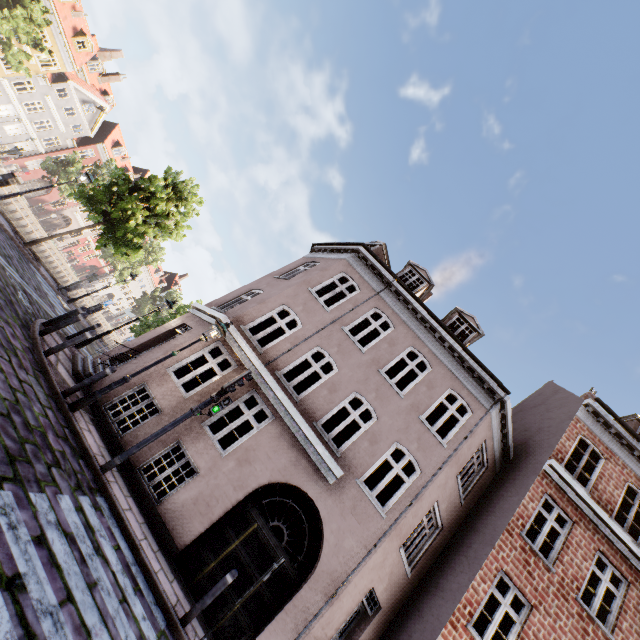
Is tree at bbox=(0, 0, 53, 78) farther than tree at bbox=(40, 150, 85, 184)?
No

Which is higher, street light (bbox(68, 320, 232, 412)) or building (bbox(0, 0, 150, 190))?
building (bbox(0, 0, 150, 190))

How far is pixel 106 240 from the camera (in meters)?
16.78

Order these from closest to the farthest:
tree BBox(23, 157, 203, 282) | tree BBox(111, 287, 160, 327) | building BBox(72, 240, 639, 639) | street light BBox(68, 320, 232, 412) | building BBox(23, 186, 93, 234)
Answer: street light BBox(68, 320, 232, 412), building BBox(72, 240, 639, 639), tree BBox(23, 157, 203, 282), building BBox(23, 186, 93, 234), tree BBox(111, 287, 160, 327)

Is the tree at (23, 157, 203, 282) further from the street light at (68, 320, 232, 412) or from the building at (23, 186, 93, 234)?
the building at (23, 186, 93, 234)

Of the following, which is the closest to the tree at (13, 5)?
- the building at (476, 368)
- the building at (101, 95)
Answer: the building at (476, 368)

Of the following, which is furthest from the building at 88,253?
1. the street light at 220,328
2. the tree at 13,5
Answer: Result: the street light at 220,328

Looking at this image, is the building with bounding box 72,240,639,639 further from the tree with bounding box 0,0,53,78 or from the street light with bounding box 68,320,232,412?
the tree with bounding box 0,0,53,78
